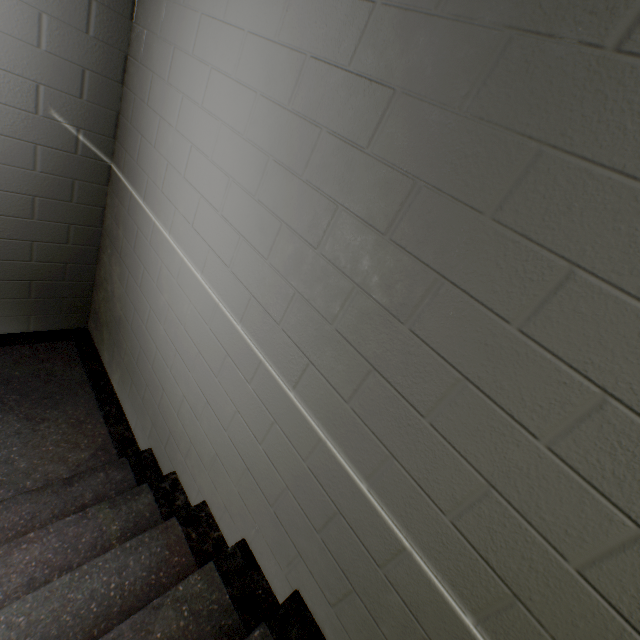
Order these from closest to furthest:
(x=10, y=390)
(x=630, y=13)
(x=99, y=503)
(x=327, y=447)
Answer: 1. (x=630, y=13)
2. (x=327, y=447)
3. (x=99, y=503)
4. (x=10, y=390)
